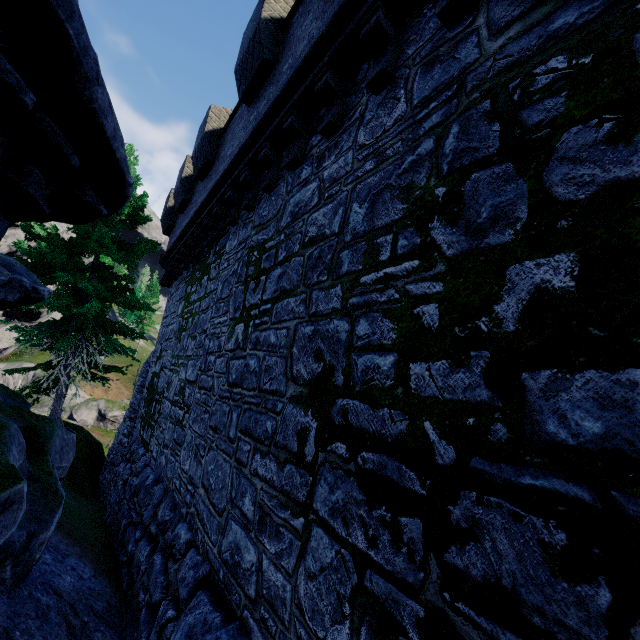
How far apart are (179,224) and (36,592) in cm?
1188
